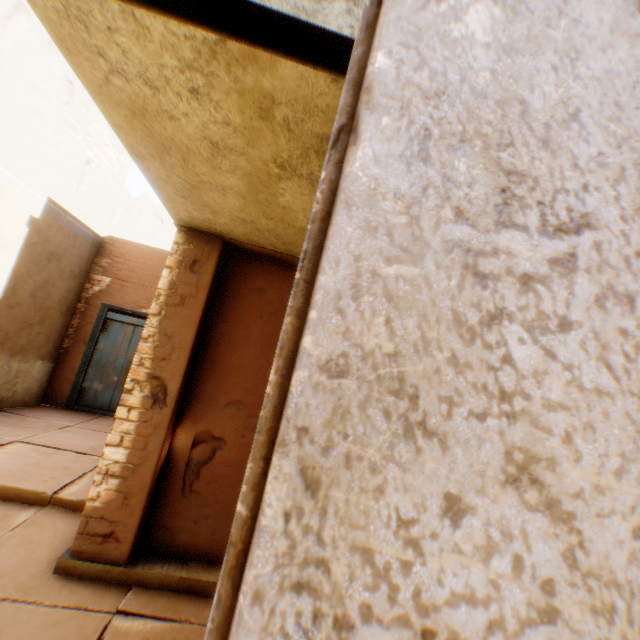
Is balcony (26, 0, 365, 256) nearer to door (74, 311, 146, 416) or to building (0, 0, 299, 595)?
building (0, 0, 299, 595)

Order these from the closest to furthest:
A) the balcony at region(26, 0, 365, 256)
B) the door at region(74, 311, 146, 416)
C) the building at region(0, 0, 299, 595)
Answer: the balcony at region(26, 0, 365, 256)
the building at region(0, 0, 299, 595)
the door at region(74, 311, 146, 416)

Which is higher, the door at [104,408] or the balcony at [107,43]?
the balcony at [107,43]

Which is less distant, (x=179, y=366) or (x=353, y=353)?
(x=353, y=353)

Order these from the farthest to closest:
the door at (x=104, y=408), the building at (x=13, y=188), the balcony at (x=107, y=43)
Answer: the door at (x=104, y=408), the building at (x=13, y=188), the balcony at (x=107, y=43)

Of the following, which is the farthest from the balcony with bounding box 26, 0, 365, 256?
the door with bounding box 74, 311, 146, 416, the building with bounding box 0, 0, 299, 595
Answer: the door with bounding box 74, 311, 146, 416
